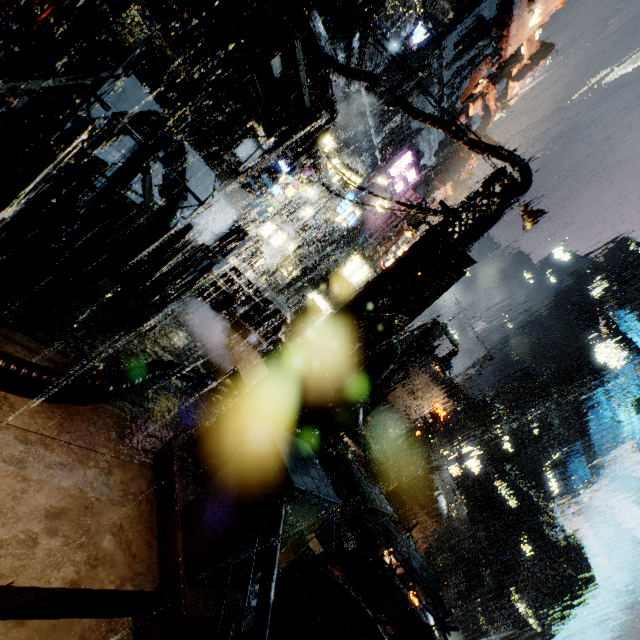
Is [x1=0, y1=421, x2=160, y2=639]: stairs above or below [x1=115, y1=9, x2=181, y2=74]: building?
below

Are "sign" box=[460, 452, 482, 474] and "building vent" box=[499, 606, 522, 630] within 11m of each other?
no

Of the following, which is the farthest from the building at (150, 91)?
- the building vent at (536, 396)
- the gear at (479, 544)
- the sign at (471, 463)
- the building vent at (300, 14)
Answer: the gear at (479, 544)

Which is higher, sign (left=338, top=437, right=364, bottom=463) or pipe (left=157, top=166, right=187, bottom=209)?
pipe (left=157, top=166, right=187, bottom=209)

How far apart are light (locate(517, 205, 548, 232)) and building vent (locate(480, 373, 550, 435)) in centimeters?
5122cm

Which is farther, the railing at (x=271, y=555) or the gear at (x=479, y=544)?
the gear at (x=479, y=544)

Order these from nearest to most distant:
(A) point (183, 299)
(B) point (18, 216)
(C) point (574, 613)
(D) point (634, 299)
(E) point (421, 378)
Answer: (B) point (18, 216) < (A) point (183, 299) < (E) point (421, 378) < (C) point (574, 613) < (D) point (634, 299)

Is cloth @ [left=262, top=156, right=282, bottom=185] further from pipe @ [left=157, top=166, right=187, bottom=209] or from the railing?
the railing
